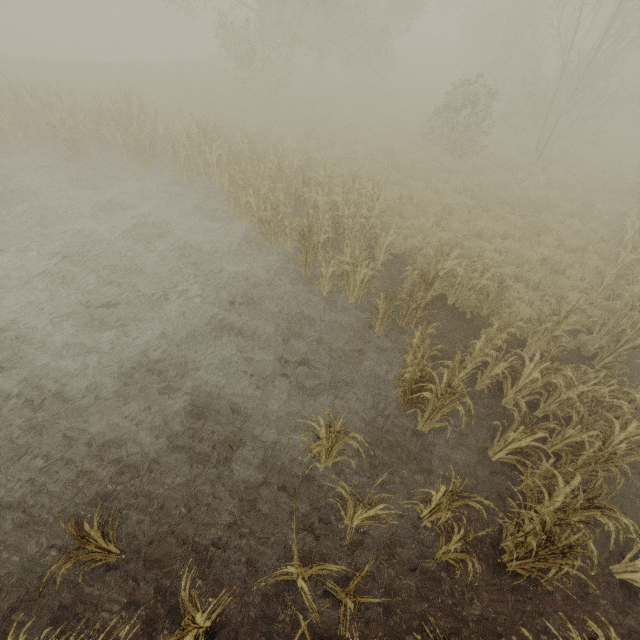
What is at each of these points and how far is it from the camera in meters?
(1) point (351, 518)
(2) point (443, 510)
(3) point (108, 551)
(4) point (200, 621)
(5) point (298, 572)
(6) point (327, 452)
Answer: (1) tree, 4.7 m
(2) tree, 4.7 m
(3) tree, 4.3 m
(4) tree, 3.5 m
(5) tree, 3.8 m
(6) tree, 5.1 m

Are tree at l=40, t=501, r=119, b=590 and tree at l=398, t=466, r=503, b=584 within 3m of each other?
no

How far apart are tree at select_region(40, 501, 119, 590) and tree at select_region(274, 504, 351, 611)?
2.2 meters

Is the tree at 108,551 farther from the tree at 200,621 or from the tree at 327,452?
the tree at 327,452

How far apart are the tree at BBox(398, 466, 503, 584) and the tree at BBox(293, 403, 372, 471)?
1.1 meters

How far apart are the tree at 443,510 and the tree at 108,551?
4.1 meters

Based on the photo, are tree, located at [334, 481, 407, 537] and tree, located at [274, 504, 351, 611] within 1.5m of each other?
yes

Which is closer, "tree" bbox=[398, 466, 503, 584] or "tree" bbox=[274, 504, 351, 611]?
"tree" bbox=[274, 504, 351, 611]
